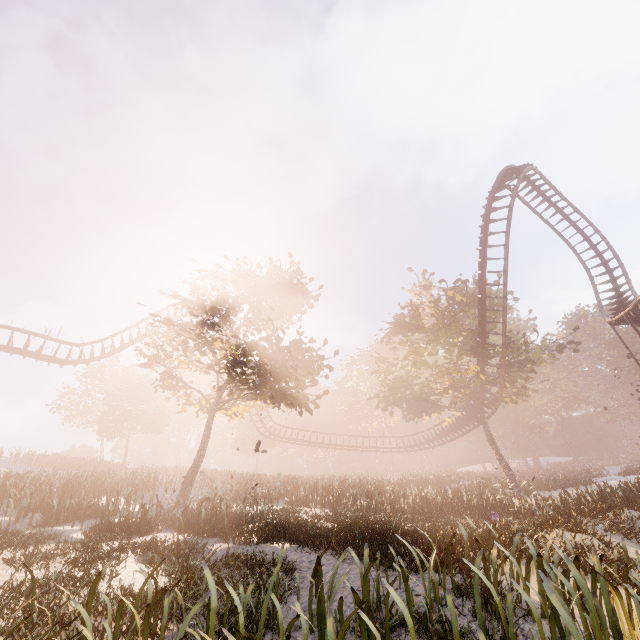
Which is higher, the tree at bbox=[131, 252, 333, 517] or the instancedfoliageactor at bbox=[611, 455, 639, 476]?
the tree at bbox=[131, 252, 333, 517]

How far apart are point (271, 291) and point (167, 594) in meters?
17.2 m

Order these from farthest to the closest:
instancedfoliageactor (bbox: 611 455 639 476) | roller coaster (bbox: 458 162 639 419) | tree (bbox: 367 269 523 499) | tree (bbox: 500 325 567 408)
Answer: instancedfoliageactor (bbox: 611 455 639 476)
tree (bbox: 367 269 523 499)
tree (bbox: 500 325 567 408)
roller coaster (bbox: 458 162 639 419)

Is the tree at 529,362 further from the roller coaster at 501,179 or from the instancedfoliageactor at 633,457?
the instancedfoliageactor at 633,457

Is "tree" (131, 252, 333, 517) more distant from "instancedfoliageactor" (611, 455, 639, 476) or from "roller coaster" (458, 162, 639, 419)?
"instancedfoliageactor" (611, 455, 639, 476)

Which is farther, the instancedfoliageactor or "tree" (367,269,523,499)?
the instancedfoliageactor
